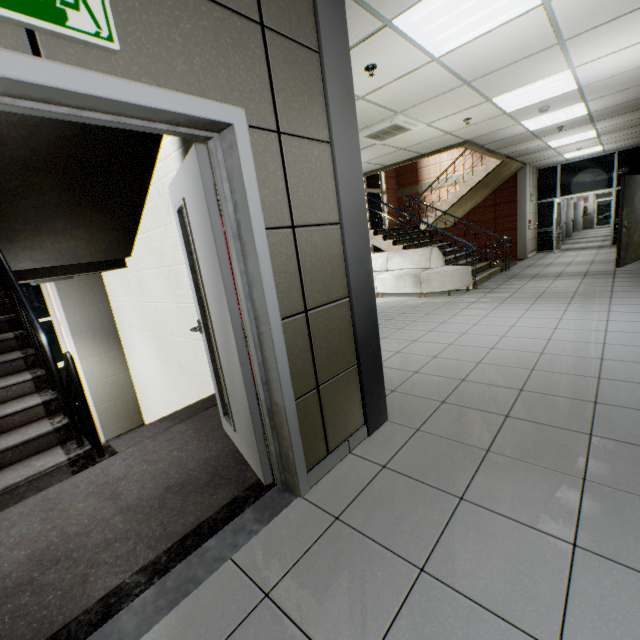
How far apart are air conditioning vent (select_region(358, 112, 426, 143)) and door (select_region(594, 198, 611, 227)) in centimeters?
2616cm

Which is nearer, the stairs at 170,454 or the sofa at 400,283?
the stairs at 170,454

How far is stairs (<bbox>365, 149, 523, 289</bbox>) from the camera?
8.2m

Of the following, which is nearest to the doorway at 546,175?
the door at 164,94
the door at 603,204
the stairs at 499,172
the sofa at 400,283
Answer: the stairs at 499,172

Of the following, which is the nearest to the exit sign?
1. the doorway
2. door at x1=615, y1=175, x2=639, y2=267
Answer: door at x1=615, y1=175, x2=639, y2=267

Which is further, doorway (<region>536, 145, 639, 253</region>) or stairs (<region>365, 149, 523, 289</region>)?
doorway (<region>536, 145, 639, 253</region>)

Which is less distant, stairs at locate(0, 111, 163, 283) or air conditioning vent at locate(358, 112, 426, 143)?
stairs at locate(0, 111, 163, 283)

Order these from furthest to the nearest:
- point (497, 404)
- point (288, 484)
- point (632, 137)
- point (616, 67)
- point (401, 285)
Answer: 1. point (632, 137)
2. point (401, 285)
3. point (616, 67)
4. point (497, 404)
5. point (288, 484)
